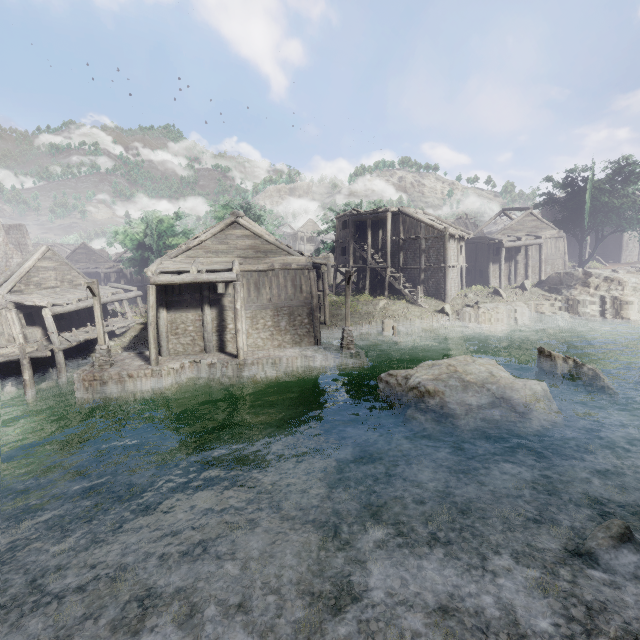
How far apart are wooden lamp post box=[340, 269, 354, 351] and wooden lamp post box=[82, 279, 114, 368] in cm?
1305

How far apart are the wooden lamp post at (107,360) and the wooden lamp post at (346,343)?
13.0m

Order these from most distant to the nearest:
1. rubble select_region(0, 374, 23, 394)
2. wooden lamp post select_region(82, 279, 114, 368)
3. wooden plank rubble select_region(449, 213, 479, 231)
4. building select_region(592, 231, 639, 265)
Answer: wooden plank rubble select_region(449, 213, 479, 231) → building select_region(592, 231, 639, 265) → rubble select_region(0, 374, 23, 394) → wooden lamp post select_region(82, 279, 114, 368)

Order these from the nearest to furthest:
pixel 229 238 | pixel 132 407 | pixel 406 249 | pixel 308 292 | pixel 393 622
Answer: pixel 393 622, pixel 132 407, pixel 229 238, pixel 308 292, pixel 406 249

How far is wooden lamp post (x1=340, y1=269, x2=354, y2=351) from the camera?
19.50m

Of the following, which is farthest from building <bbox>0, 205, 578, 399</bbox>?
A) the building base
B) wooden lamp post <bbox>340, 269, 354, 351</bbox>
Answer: wooden lamp post <bbox>340, 269, 354, 351</bbox>

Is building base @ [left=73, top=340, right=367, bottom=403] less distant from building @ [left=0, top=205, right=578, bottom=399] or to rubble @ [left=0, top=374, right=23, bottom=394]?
building @ [left=0, top=205, right=578, bottom=399]

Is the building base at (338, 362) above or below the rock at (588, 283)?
below
